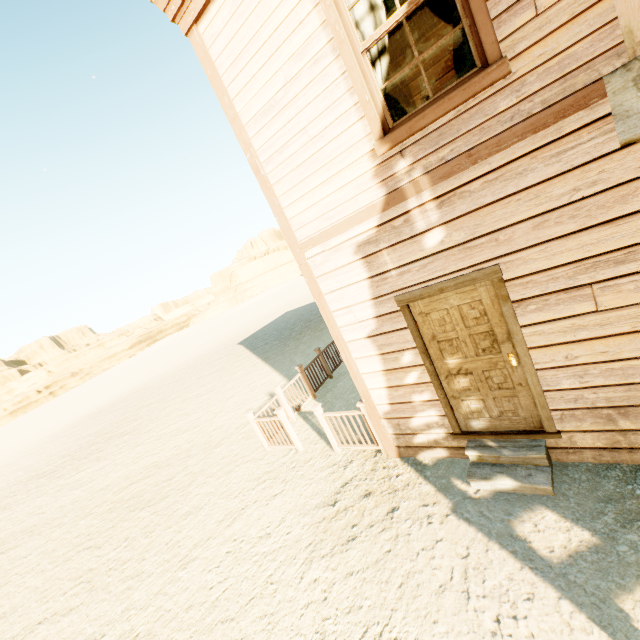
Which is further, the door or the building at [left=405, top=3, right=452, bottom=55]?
the building at [left=405, top=3, right=452, bottom=55]

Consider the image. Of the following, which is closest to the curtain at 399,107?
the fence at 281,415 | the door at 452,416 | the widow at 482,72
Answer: the widow at 482,72

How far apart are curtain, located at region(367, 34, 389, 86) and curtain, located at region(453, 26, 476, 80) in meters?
0.1 m

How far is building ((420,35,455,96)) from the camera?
5.24m

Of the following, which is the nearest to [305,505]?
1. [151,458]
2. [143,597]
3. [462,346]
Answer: [143,597]

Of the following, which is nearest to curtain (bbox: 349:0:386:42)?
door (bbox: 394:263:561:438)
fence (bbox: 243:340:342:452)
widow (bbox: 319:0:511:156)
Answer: widow (bbox: 319:0:511:156)

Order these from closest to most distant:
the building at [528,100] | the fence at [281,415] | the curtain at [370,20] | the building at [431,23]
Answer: the building at [528,100], the curtain at [370,20], the building at [431,23], the fence at [281,415]

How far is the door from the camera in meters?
3.5
